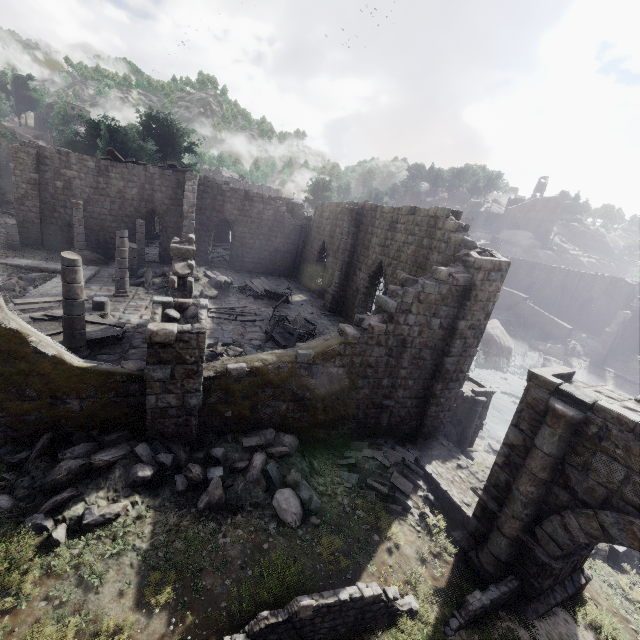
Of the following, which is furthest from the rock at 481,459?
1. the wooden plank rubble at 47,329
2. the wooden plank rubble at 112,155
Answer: the wooden plank rubble at 112,155

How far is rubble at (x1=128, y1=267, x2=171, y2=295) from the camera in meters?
18.1

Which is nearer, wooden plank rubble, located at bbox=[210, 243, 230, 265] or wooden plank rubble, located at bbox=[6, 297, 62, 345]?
wooden plank rubble, located at bbox=[6, 297, 62, 345]

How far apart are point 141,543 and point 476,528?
8.6 meters

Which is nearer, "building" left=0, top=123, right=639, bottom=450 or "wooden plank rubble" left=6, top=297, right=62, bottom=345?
"building" left=0, top=123, right=639, bottom=450

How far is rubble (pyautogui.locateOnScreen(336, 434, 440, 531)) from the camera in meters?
9.8

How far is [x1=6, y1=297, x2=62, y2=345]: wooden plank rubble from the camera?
10.9m

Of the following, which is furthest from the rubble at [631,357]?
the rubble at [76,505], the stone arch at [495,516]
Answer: the rubble at [76,505]
